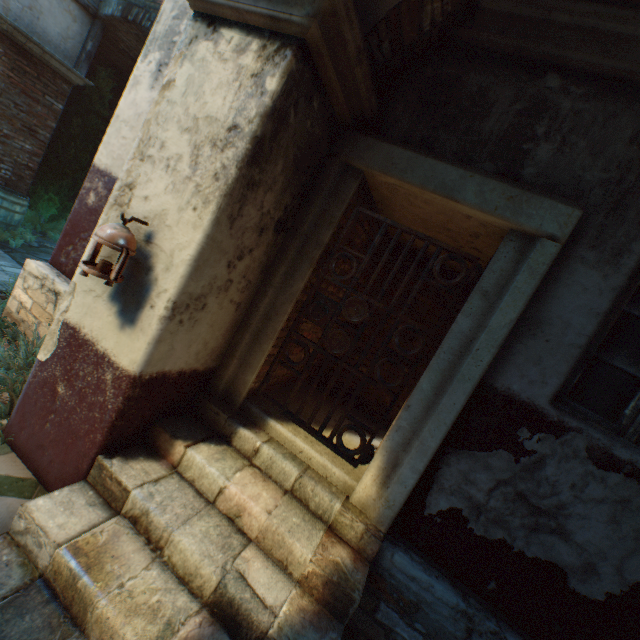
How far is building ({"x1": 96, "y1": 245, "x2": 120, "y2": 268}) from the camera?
2.4m

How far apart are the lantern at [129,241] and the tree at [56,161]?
8.7 meters

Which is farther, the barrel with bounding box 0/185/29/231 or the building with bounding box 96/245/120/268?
the barrel with bounding box 0/185/29/231

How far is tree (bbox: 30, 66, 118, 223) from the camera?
8.4m

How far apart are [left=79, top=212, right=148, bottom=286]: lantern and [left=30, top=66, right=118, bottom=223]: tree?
8.7m

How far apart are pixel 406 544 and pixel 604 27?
4.0m

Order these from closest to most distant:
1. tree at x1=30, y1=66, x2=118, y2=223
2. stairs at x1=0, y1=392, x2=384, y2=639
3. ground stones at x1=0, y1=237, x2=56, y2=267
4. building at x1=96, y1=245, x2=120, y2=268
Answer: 1. stairs at x1=0, y1=392, x2=384, y2=639
2. building at x1=96, y1=245, x2=120, y2=268
3. ground stones at x1=0, y1=237, x2=56, y2=267
4. tree at x1=30, y1=66, x2=118, y2=223

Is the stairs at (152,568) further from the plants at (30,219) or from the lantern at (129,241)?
the plants at (30,219)
